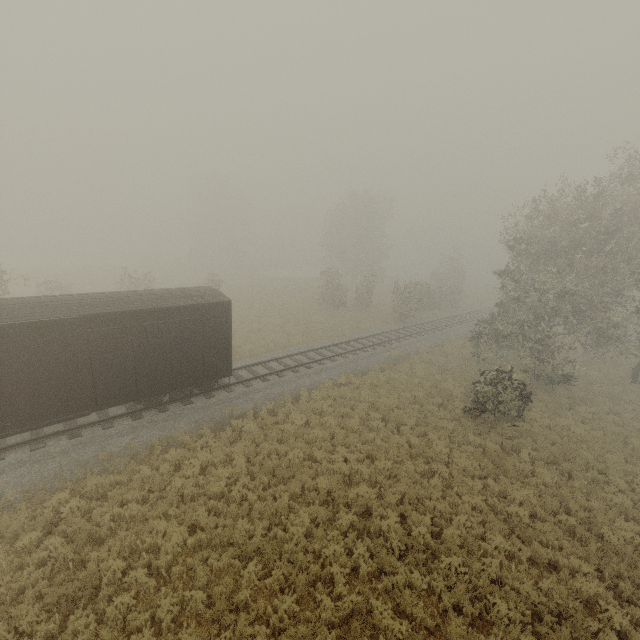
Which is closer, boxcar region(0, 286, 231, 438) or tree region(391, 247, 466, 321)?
boxcar region(0, 286, 231, 438)

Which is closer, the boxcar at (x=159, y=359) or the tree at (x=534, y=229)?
the boxcar at (x=159, y=359)

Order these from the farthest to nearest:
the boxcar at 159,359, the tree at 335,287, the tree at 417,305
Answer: the tree at 335,287 < the tree at 417,305 < the boxcar at 159,359

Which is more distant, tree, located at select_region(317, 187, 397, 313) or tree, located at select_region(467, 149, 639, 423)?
tree, located at select_region(317, 187, 397, 313)

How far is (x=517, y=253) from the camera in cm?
1820

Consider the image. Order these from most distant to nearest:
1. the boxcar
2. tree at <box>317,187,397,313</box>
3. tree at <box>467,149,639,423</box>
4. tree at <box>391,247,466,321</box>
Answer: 1. tree at <box>317,187,397,313</box>
2. tree at <box>391,247,466,321</box>
3. tree at <box>467,149,639,423</box>
4. the boxcar

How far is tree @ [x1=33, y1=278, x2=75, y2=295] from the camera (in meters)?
26.56
